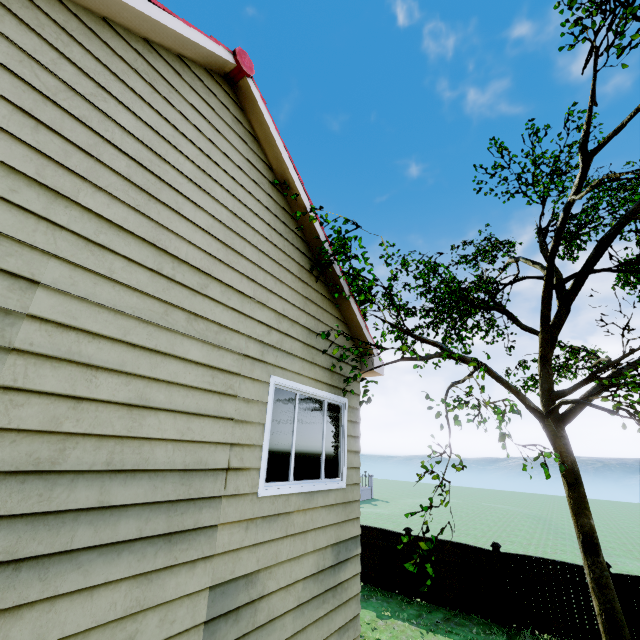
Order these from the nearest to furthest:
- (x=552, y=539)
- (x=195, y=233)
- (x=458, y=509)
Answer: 1. (x=195, y=233)
2. (x=552, y=539)
3. (x=458, y=509)

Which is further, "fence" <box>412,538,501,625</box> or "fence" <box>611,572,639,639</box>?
"fence" <box>412,538,501,625</box>

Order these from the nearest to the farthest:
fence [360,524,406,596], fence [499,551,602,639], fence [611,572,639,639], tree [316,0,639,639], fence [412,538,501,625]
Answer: tree [316,0,639,639] → fence [611,572,639,639] → fence [499,551,602,639] → fence [412,538,501,625] → fence [360,524,406,596]

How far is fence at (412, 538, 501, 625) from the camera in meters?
10.0

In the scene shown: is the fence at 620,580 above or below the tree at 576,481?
below

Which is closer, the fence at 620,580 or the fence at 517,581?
the fence at 620,580

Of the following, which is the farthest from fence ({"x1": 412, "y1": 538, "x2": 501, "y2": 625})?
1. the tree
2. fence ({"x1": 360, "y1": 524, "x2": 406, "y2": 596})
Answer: the tree

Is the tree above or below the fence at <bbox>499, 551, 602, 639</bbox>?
above
